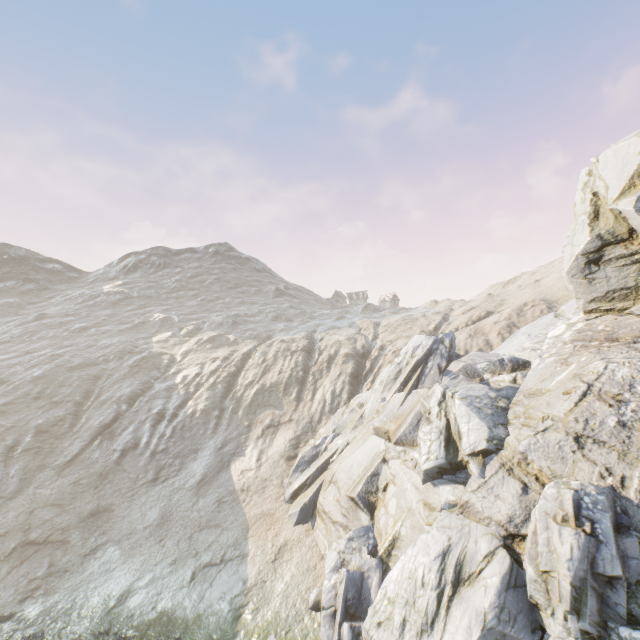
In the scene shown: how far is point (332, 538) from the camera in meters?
18.6
